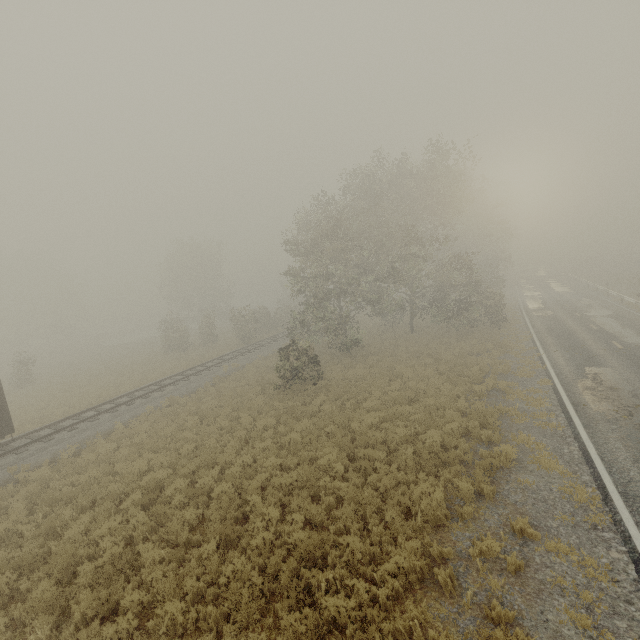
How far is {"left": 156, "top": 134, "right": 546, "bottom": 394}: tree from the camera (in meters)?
21.88

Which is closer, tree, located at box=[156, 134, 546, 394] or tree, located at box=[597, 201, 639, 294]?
tree, located at box=[156, 134, 546, 394]

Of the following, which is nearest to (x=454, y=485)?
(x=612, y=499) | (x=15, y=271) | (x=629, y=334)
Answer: (x=612, y=499)

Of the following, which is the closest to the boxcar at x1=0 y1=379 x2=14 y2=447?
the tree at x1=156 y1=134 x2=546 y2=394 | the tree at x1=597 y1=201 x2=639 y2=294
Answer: the tree at x1=156 y1=134 x2=546 y2=394

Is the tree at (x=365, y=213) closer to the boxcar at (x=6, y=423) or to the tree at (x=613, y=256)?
the boxcar at (x=6, y=423)

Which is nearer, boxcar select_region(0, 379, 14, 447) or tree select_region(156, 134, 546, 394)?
boxcar select_region(0, 379, 14, 447)

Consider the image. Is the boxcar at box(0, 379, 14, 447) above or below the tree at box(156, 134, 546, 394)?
below
